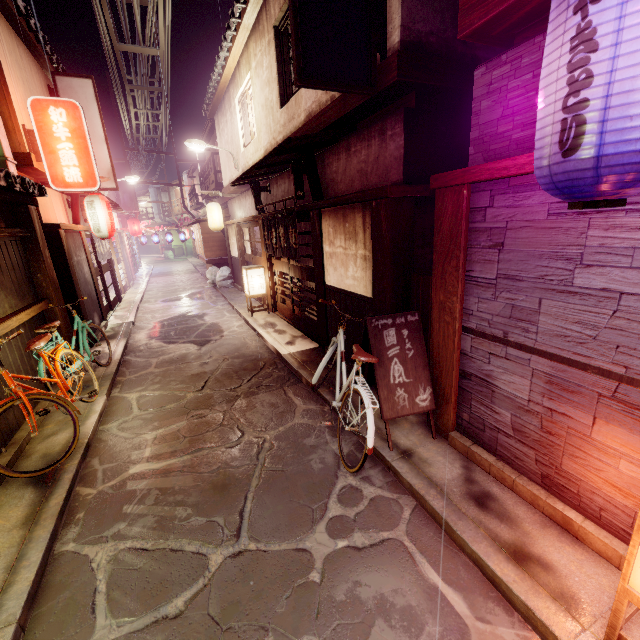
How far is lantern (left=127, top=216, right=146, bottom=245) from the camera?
36.28m

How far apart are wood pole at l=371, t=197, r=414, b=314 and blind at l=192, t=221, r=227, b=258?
22.8m

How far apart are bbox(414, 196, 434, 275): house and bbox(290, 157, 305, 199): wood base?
4.9 meters

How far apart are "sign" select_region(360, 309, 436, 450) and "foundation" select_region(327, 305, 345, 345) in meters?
0.8 m

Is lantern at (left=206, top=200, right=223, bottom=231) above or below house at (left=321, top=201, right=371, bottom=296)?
above

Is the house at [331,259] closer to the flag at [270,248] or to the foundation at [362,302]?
the foundation at [362,302]

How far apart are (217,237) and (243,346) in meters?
17.1 m

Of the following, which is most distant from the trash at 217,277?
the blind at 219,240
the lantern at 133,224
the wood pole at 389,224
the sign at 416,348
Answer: the sign at 416,348
